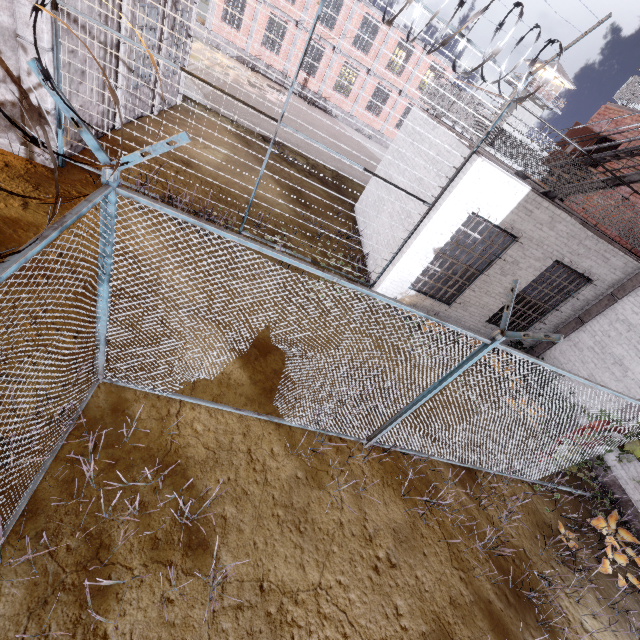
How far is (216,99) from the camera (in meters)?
15.13

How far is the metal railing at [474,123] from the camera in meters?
7.4

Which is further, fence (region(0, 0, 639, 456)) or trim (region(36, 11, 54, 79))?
trim (region(36, 11, 54, 79))

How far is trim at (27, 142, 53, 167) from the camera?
6.7 meters

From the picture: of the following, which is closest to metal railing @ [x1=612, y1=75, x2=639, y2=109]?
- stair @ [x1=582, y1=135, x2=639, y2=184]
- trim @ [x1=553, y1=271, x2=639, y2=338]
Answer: stair @ [x1=582, y1=135, x2=639, y2=184]

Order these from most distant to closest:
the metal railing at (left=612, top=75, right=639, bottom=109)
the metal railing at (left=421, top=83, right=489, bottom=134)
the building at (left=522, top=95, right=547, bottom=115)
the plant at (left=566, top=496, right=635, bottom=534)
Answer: the building at (left=522, top=95, right=547, bottom=115) < the metal railing at (left=612, top=75, right=639, bottom=109) < the metal railing at (left=421, top=83, right=489, bottom=134) < the plant at (left=566, top=496, right=635, bottom=534)

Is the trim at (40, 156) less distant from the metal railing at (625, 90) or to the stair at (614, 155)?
the stair at (614, 155)

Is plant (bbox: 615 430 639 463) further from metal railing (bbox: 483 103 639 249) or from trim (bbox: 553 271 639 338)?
metal railing (bbox: 483 103 639 249)
